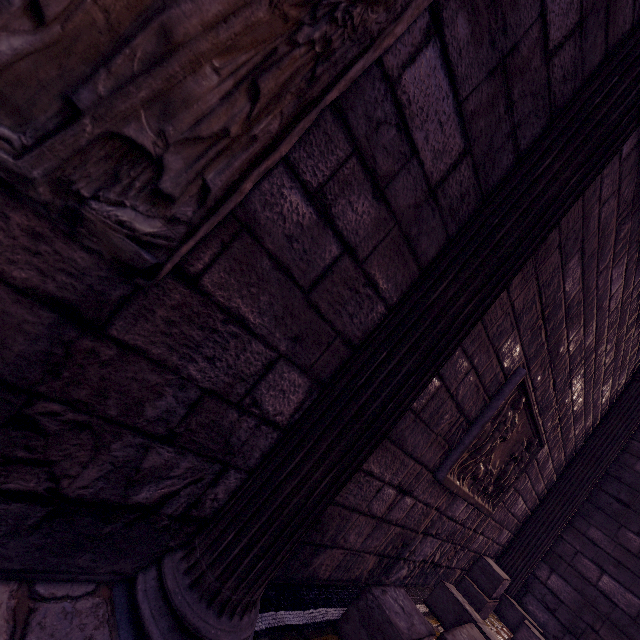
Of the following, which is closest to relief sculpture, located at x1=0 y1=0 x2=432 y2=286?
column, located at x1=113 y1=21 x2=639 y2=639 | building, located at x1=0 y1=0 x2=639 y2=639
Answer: building, located at x1=0 y1=0 x2=639 y2=639

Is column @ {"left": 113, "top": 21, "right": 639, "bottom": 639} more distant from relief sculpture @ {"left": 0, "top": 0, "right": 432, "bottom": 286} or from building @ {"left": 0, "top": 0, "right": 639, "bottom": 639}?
relief sculpture @ {"left": 0, "top": 0, "right": 432, "bottom": 286}

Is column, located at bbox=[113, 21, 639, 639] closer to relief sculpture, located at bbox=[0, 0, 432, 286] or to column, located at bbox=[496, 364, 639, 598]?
relief sculpture, located at bbox=[0, 0, 432, 286]

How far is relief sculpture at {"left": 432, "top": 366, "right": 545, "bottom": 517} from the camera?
2.4m

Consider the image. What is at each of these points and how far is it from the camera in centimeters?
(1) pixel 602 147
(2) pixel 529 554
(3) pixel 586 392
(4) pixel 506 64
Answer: (1) column, 143cm
(2) column, 469cm
(3) building, 406cm
(4) building, 125cm

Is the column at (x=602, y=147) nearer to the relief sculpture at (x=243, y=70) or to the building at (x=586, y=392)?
the building at (x=586, y=392)

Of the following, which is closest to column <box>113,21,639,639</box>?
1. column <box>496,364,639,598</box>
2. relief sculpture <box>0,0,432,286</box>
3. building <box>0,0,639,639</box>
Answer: building <box>0,0,639,639</box>

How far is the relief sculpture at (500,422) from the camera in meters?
2.4 m
